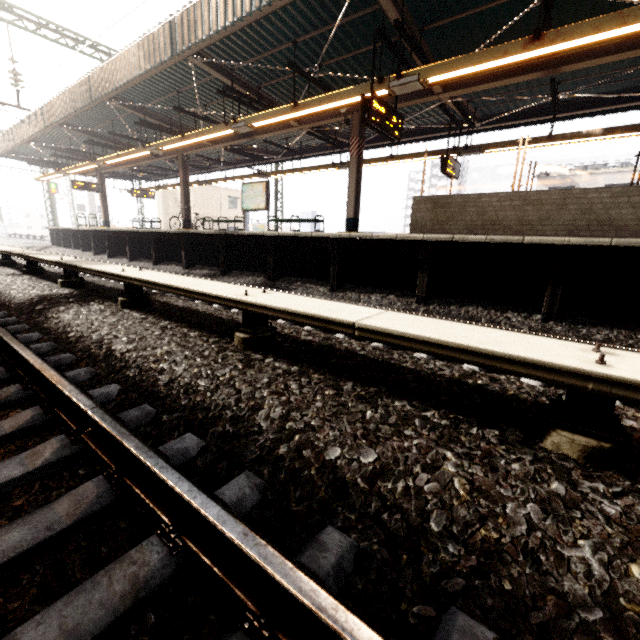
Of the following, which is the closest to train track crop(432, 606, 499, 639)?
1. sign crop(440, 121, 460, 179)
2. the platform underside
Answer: the platform underside

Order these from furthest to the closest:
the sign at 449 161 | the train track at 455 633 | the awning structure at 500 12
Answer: the sign at 449 161 → the awning structure at 500 12 → the train track at 455 633

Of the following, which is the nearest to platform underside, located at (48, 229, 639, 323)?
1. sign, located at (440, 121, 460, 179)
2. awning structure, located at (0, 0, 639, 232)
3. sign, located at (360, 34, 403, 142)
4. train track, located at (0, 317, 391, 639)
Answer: awning structure, located at (0, 0, 639, 232)

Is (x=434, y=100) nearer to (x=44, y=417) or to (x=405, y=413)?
(x=405, y=413)

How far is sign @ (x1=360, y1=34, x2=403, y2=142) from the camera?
6.25m

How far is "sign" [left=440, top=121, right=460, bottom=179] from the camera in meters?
10.3 m

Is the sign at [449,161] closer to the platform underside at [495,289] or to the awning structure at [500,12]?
the awning structure at [500,12]

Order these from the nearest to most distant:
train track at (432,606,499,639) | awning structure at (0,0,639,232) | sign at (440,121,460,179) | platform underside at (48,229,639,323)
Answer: train track at (432,606,499,639)
platform underside at (48,229,639,323)
awning structure at (0,0,639,232)
sign at (440,121,460,179)
